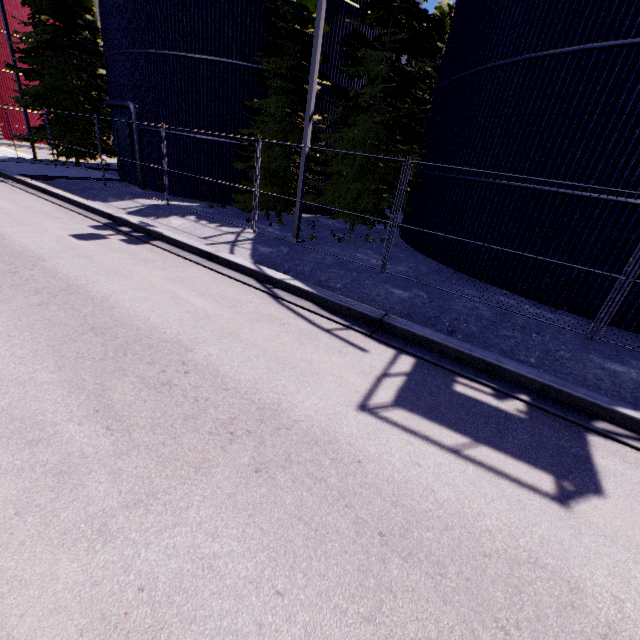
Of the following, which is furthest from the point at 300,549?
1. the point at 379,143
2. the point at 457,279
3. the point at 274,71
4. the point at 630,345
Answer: the point at 274,71

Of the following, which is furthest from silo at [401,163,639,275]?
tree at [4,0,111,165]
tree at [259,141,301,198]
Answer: tree at [4,0,111,165]

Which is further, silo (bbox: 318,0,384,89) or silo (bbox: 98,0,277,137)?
silo (bbox: 318,0,384,89)

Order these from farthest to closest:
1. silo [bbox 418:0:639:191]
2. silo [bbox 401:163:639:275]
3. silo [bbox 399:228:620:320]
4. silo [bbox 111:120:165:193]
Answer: silo [bbox 111:120:165:193]
silo [bbox 399:228:620:320]
silo [bbox 401:163:639:275]
silo [bbox 418:0:639:191]

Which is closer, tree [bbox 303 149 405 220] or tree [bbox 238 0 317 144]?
tree [bbox 238 0 317 144]

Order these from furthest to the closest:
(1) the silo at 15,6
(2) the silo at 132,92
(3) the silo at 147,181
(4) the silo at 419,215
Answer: (1) the silo at 15,6, (3) the silo at 147,181, (2) the silo at 132,92, (4) the silo at 419,215

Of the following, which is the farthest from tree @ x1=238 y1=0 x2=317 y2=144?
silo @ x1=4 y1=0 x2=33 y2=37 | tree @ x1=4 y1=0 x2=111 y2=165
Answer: tree @ x1=4 y1=0 x2=111 y2=165

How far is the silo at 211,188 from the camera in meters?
16.4 m
